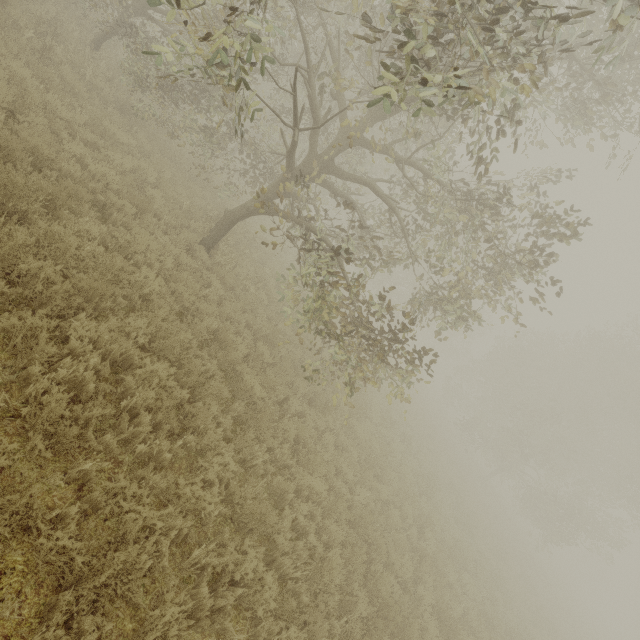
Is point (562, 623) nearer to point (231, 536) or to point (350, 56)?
point (231, 536)
